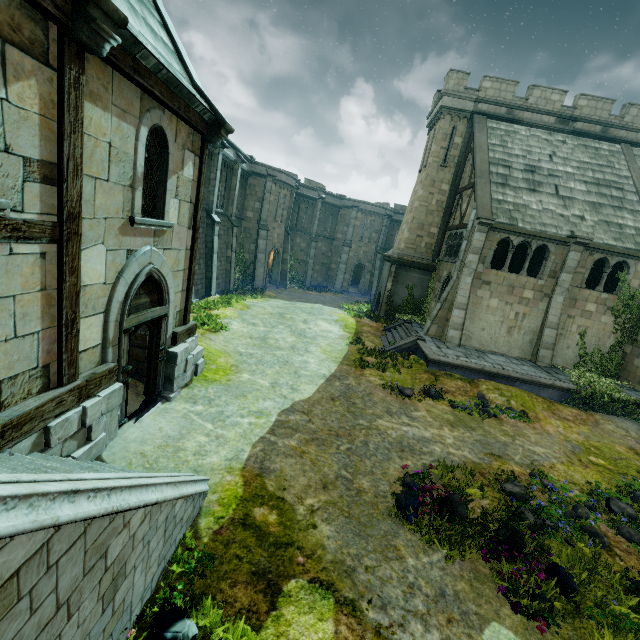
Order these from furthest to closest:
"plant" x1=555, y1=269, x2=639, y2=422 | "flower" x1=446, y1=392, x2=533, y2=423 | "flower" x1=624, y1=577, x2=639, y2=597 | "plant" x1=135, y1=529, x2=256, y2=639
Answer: "plant" x1=555, y1=269, x2=639, y2=422 < "flower" x1=446, y1=392, x2=533, y2=423 < "flower" x1=624, y1=577, x2=639, y2=597 < "plant" x1=135, y1=529, x2=256, y2=639

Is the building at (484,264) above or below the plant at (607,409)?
above

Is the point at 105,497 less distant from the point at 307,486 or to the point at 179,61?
the point at 307,486

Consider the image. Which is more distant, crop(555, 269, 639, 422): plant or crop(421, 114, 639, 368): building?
crop(421, 114, 639, 368): building

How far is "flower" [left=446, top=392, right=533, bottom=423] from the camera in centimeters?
1215cm

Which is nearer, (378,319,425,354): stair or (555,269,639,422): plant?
(555,269,639,422): plant

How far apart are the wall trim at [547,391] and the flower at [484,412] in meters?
1.2

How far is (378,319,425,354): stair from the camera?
17.2 meters
